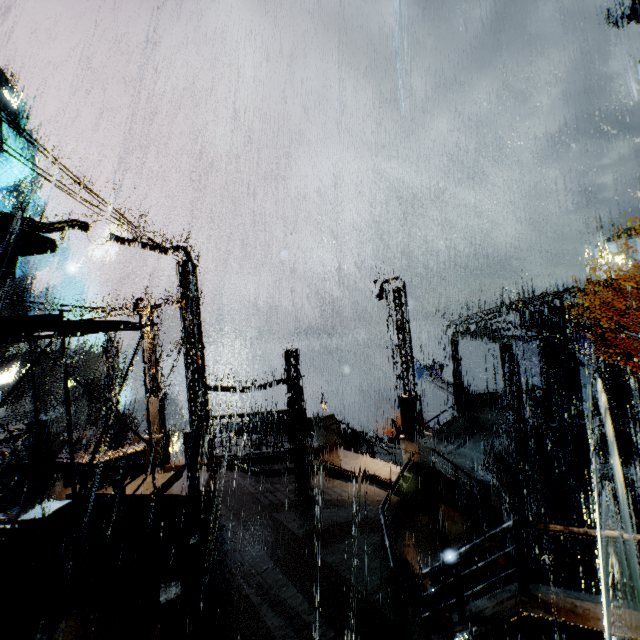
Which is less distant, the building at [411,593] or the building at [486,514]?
the building at [411,593]

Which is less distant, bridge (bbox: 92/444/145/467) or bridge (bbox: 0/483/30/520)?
bridge (bbox: 0/483/30/520)

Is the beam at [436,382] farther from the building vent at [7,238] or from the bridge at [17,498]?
the building vent at [7,238]

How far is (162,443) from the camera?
14.7m

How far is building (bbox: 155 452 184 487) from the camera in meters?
13.9

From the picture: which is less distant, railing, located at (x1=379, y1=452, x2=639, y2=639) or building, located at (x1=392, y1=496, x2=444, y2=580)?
railing, located at (x1=379, y1=452, x2=639, y2=639)

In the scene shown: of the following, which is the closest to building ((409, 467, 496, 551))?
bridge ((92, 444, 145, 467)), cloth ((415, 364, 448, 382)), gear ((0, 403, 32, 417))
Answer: bridge ((92, 444, 145, 467))
